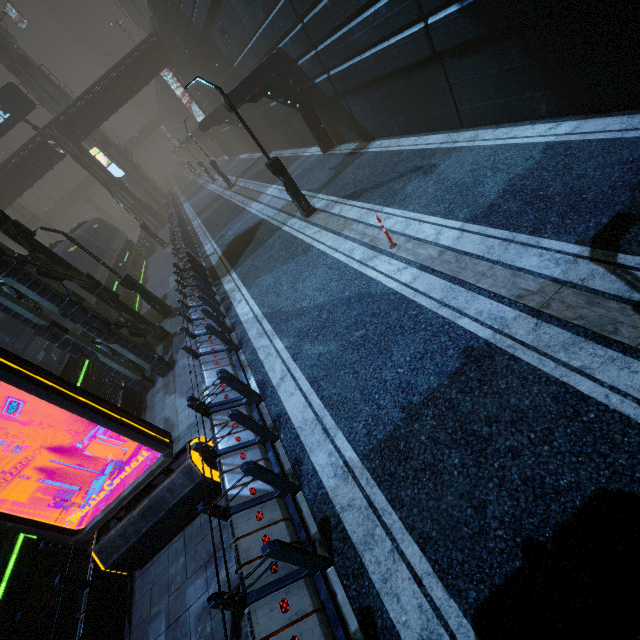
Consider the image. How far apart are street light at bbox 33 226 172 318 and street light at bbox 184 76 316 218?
7.1 meters

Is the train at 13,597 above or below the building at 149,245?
above

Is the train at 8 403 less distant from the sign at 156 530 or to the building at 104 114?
the building at 104 114

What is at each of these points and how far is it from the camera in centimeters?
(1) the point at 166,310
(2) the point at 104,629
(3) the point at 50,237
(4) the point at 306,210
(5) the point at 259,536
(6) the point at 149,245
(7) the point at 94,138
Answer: (1) street light, 1480cm
(2) building, 536cm
(3) sm, 4794cm
(4) street light, 1271cm
(5) building, 460cm
(6) building, 2956cm
(7) sm, 3778cm

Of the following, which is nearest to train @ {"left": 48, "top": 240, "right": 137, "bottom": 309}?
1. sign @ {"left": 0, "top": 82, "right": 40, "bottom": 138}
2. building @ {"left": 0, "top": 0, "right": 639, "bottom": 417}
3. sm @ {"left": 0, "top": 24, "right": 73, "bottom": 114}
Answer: building @ {"left": 0, "top": 0, "right": 639, "bottom": 417}

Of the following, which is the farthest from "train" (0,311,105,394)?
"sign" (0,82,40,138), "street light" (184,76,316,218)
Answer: "sign" (0,82,40,138)

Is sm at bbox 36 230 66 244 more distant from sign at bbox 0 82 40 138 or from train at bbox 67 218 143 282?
sign at bbox 0 82 40 138

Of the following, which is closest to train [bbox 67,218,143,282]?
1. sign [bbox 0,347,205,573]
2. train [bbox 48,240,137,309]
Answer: train [bbox 48,240,137,309]
